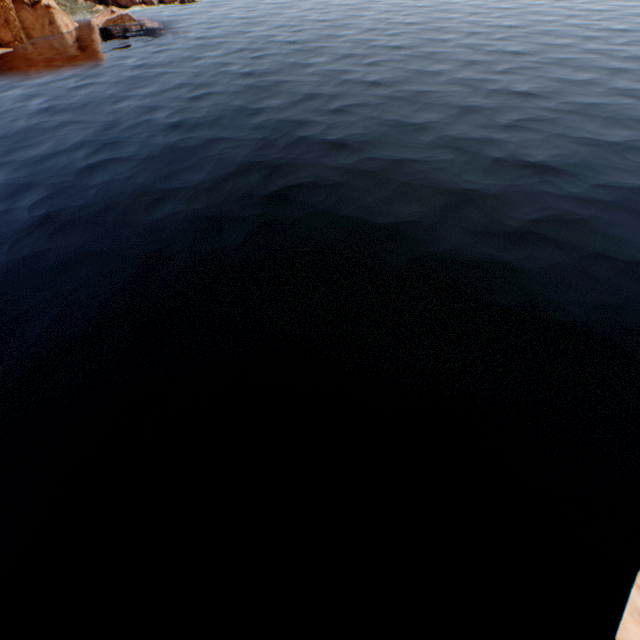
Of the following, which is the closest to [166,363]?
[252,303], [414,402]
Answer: [252,303]
